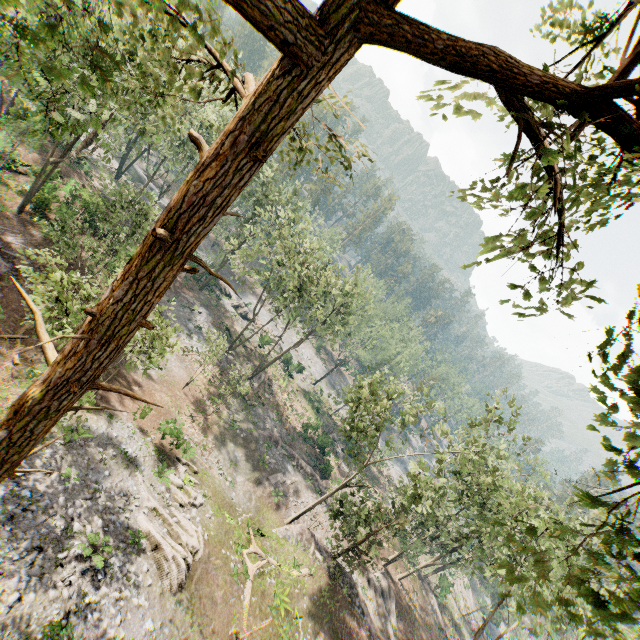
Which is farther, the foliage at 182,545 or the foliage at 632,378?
the foliage at 182,545

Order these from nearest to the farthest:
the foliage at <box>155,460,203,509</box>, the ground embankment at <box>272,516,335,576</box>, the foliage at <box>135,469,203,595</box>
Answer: the foliage at <box>135,469,203,595</box> → the foliage at <box>155,460,203,509</box> → the ground embankment at <box>272,516,335,576</box>

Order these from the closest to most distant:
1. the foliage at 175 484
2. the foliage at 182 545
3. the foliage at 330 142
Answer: the foliage at 330 142, the foliage at 182 545, the foliage at 175 484

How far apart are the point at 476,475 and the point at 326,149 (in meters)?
31.99

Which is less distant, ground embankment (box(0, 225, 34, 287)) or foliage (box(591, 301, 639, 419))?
foliage (box(591, 301, 639, 419))

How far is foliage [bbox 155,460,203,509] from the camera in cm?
1997

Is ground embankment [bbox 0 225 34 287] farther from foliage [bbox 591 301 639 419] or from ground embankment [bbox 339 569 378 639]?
ground embankment [bbox 339 569 378 639]
